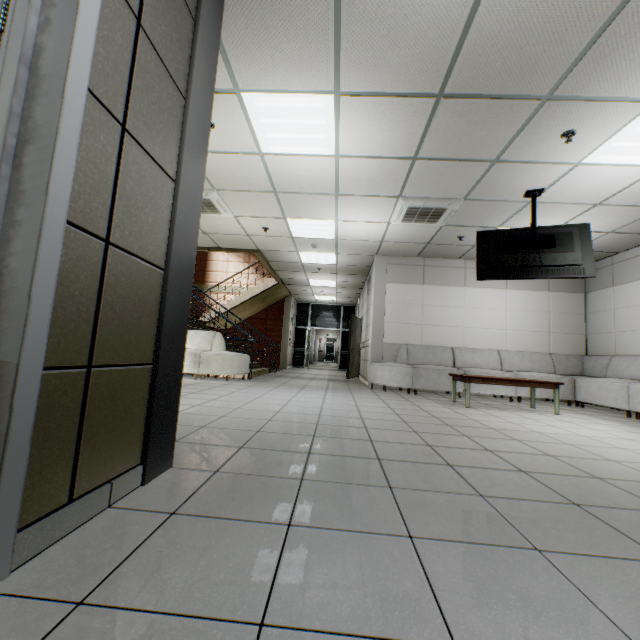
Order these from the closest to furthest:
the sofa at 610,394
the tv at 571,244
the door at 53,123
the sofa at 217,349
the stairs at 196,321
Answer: the door at 53,123 → the tv at 571,244 → the sofa at 610,394 → the sofa at 217,349 → the stairs at 196,321

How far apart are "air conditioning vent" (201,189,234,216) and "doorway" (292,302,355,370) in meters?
9.2 m

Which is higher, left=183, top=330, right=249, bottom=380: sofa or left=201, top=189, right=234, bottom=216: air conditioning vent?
left=201, top=189, right=234, bottom=216: air conditioning vent

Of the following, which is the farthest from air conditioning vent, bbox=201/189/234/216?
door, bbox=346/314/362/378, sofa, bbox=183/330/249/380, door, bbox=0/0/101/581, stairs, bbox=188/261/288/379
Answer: door, bbox=346/314/362/378

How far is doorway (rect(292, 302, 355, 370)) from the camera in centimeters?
1573cm

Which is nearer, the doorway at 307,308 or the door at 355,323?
the door at 355,323

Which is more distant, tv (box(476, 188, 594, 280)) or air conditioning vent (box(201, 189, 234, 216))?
air conditioning vent (box(201, 189, 234, 216))

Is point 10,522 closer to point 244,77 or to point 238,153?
point 244,77
